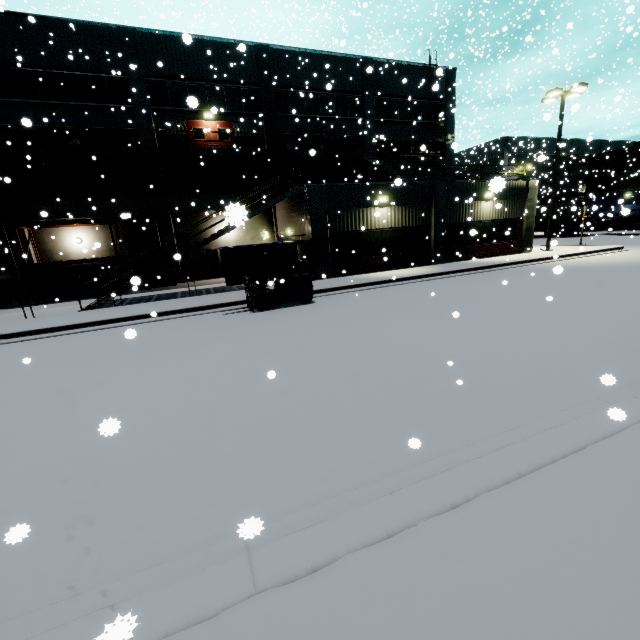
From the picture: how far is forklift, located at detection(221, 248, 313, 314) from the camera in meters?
11.9 m

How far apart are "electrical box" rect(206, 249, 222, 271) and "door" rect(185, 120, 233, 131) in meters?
6.2 m

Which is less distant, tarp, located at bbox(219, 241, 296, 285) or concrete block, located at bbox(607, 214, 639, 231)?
tarp, located at bbox(219, 241, 296, 285)

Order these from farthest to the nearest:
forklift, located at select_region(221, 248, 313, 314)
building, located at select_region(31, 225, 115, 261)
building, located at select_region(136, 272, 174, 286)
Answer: building, located at select_region(136, 272, 174, 286) < building, located at select_region(31, 225, 115, 261) < forklift, located at select_region(221, 248, 313, 314)

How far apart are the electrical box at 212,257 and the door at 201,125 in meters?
6.2

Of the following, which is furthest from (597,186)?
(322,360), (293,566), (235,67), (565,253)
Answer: (293,566)

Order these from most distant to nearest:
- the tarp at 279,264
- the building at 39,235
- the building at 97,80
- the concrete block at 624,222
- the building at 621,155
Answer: the building at 621,155 < the concrete block at 624,222 < the building at 39,235 < the building at 97,80 < the tarp at 279,264

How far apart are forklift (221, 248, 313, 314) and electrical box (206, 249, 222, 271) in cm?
1158
